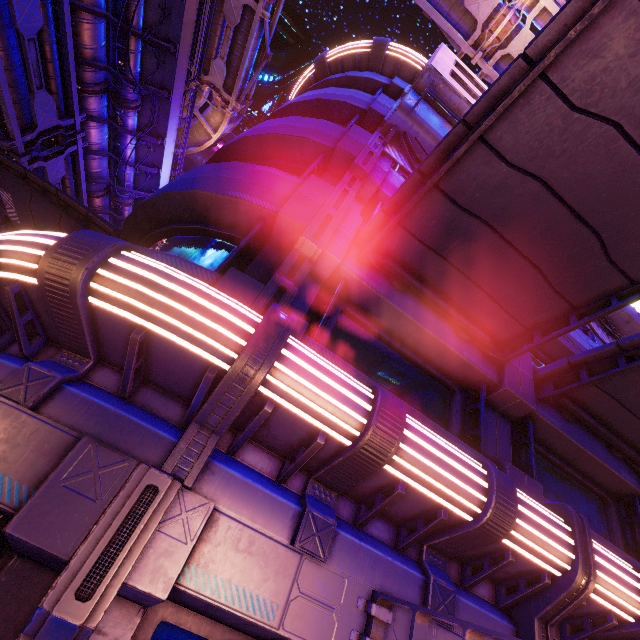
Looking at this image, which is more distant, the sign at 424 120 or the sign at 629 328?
the sign at 629 328

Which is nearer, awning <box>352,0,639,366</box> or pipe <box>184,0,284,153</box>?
awning <box>352,0,639,366</box>

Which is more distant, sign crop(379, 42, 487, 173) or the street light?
sign crop(379, 42, 487, 173)

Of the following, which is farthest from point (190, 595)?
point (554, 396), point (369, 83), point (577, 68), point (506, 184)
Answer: point (369, 83)

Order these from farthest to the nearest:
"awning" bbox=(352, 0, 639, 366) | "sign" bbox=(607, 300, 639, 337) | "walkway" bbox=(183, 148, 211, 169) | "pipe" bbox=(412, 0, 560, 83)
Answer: "walkway" bbox=(183, 148, 211, 169)
"pipe" bbox=(412, 0, 560, 83)
"sign" bbox=(607, 300, 639, 337)
"awning" bbox=(352, 0, 639, 366)

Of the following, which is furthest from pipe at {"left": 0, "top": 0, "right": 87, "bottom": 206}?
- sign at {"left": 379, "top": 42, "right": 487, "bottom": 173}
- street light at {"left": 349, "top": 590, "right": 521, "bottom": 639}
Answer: street light at {"left": 349, "top": 590, "right": 521, "bottom": 639}

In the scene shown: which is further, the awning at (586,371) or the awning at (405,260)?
the awning at (586,371)

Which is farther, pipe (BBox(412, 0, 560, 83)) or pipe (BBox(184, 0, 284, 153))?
pipe (BBox(184, 0, 284, 153))
